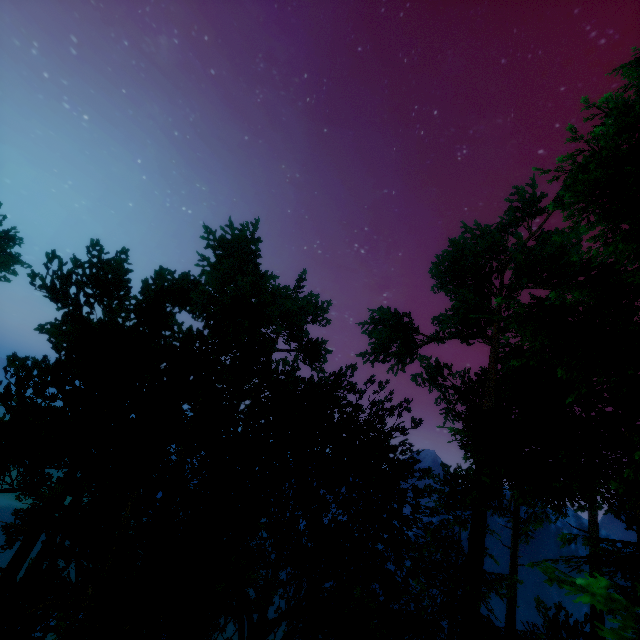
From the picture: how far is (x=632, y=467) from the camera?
5.9 meters

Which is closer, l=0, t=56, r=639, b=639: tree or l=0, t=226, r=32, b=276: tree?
l=0, t=56, r=639, b=639: tree

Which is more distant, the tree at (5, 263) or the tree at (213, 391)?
the tree at (5, 263)
